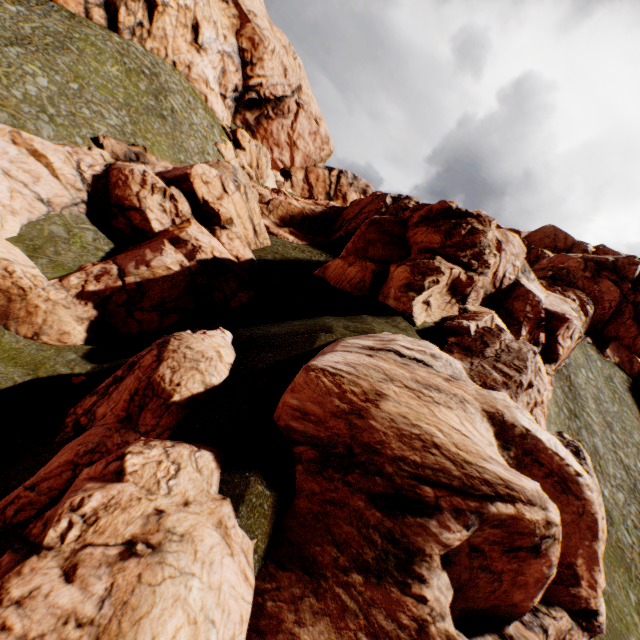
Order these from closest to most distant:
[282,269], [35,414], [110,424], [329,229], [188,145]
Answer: [110,424]
[35,414]
[282,269]
[188,145]
[329,229]
